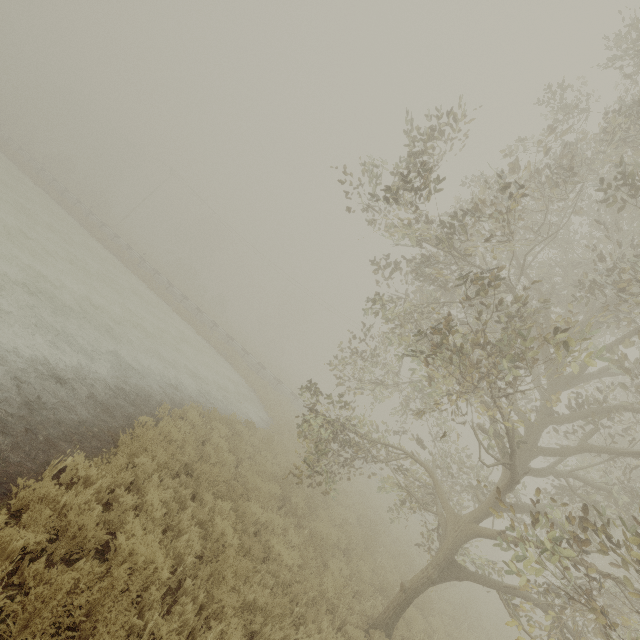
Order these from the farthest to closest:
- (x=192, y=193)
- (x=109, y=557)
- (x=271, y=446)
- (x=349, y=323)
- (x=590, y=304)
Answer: (x=192, y=193) < (x=349, y=323) < (x=271, y=446) < (x=590, y=304) < (x=109, y=557)
